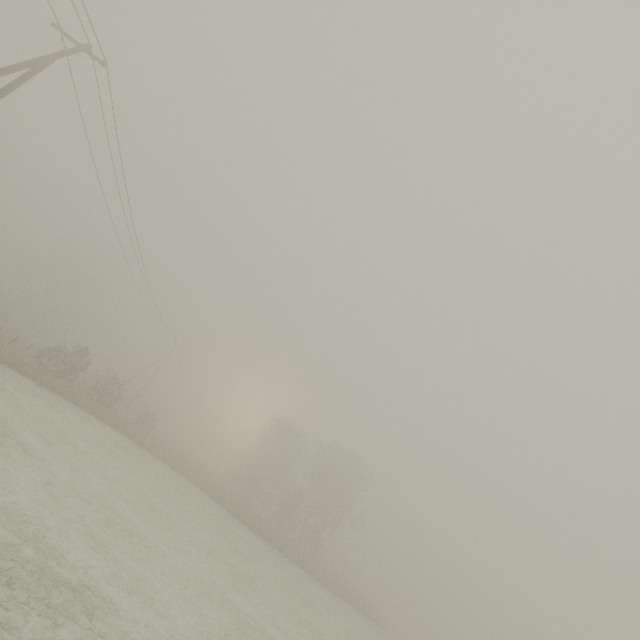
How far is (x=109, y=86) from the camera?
13.8m
